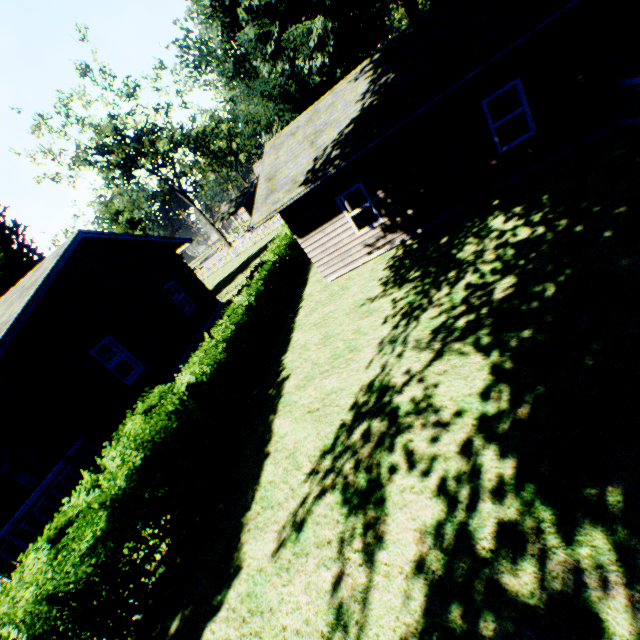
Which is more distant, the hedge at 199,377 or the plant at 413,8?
the plant at 413,8

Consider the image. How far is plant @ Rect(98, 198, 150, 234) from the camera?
45.0 meters

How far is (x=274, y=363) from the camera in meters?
10.2 m

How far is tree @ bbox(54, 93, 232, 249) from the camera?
30.64m

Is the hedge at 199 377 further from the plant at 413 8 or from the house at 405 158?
the house at 405 158

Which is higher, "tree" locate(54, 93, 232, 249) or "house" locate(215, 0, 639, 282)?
"tree" locate(54, 93, 232, 249)

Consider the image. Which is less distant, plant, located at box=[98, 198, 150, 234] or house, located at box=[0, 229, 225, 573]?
house, located at box=[0, 229, 225, 573]

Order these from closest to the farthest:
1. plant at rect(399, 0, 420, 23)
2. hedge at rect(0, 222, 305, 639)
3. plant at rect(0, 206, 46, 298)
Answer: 1. hedge at rect(0, 222, 305, 639)
2. plant at rect(0, 206, 46, 298)
3. plant at rect(399, 0, 420, 23)
